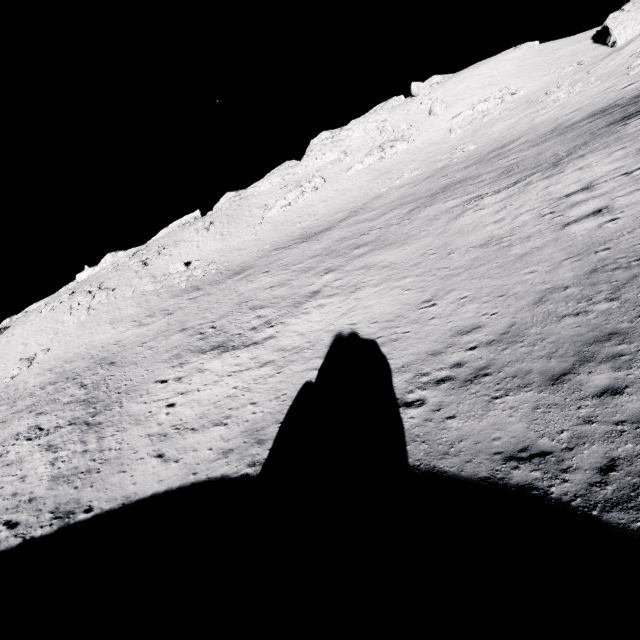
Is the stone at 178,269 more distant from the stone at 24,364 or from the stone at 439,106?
the stone at 439,106

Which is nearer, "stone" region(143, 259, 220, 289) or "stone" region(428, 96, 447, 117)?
"stone" region(143, 259, 220, 289)

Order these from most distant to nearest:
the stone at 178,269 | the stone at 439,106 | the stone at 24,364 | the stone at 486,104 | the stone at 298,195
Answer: the stone at 439,106
the stone at 298,195
the stone at 486,104
the stone at 178,269
the stone at 24,364

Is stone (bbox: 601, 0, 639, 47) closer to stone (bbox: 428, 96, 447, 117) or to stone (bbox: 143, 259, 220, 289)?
stone (bbox: 428, 96, 447, 117)

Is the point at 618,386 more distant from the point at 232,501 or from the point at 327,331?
the point at 327,331

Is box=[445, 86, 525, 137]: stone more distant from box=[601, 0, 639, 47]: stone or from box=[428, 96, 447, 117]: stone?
box=[601, 0, 639, 47]: stone

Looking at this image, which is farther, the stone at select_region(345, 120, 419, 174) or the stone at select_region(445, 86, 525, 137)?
the stone at select_region(345, 120, 419, 174)

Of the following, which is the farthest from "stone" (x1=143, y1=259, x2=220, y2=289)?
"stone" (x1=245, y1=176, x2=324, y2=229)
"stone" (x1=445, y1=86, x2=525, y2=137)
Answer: "stone" (x1=445, y1=86, x2=525, y2=137)
